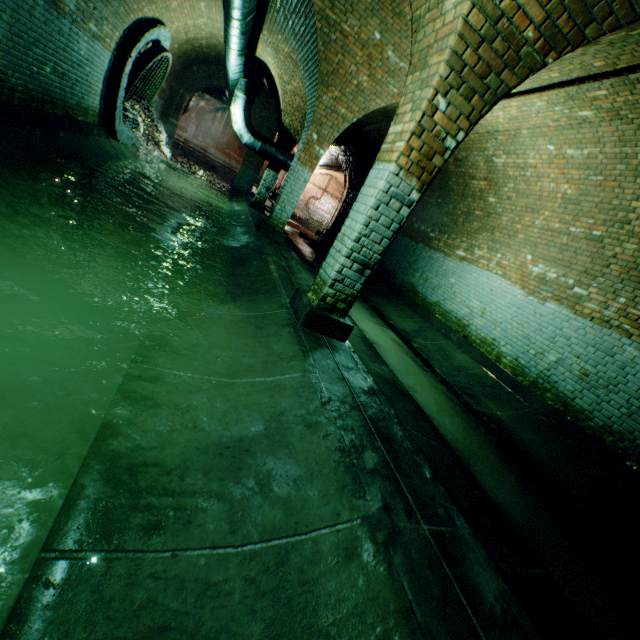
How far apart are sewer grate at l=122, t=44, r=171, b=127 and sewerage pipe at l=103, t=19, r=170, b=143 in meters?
0.0

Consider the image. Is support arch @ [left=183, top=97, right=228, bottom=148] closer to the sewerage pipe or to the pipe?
the pipe

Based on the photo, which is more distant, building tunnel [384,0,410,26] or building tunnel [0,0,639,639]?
building tunnel [384,0,410,26]

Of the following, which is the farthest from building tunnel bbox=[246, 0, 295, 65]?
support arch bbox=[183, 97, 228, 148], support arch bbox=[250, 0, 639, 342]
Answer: support arch bbox=[183, 97, 228, 148]

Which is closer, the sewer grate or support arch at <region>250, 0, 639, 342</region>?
support arch at <region>250, 0, 639, 342</region>

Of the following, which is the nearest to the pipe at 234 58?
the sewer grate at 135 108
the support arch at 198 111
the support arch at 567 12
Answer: the support arch at 567 12

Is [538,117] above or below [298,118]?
above

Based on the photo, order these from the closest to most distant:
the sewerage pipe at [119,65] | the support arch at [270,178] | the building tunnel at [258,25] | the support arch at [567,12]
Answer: the support arch at [567,12] < the building tunnel at [258,25] < the sewerage pipe at [119,65] < the support arch at [270,178]
